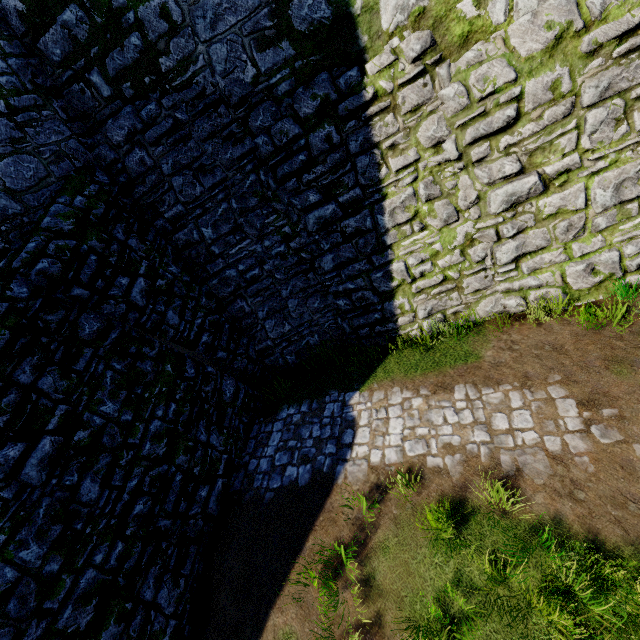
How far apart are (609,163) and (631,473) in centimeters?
498cm
